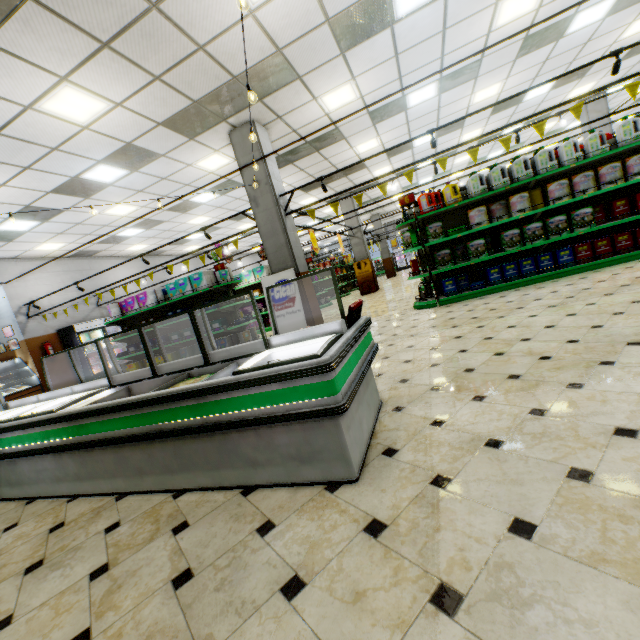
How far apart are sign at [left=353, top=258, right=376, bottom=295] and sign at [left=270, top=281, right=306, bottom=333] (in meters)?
8.71

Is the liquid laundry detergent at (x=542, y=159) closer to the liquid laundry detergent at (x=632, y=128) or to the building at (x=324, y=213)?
the liquid laundry detergent at (x=632, y=128)

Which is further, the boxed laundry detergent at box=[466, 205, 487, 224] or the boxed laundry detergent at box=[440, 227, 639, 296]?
the boxed laundry detergent at box=[466, 205, 487, 224]

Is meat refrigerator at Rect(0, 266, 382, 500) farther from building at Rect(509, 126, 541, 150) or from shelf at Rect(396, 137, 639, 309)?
shelf at Rect(396, 137, 639, 309)

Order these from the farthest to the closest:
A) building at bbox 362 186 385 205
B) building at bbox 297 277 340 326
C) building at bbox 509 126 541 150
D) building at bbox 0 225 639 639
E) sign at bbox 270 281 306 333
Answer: building at bbox 362 186 385 205, building at bbox 509 126 541 150, building at bbox 297 277 340 326, sign at bbox 270 281 306 333, building at bbox 0 225 639 639

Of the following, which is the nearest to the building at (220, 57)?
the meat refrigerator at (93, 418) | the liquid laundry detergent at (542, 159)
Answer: the meat refrigerator at (93, 418)

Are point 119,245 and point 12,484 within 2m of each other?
no

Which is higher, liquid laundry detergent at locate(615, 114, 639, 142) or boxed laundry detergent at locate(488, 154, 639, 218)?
liquid laundry detergent at locate(615, 114, 639, 142)
